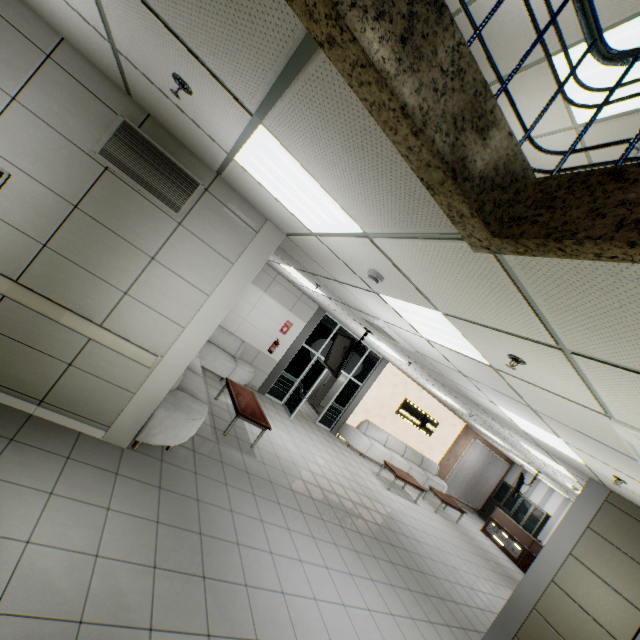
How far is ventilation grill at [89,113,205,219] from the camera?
3.16m

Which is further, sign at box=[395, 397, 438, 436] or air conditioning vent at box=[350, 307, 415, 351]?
sign at box=[395, 397, 438, 436]

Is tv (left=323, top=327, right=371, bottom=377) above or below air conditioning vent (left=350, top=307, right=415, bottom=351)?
below

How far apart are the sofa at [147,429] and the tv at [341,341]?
2.31m

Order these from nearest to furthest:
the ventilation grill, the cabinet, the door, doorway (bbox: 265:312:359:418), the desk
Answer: the ventilation grill → doorway (bbox: 265:312:359:418) → the desk → the door → the cabinet

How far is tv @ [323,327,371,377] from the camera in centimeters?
647cm

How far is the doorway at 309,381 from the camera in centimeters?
992cm

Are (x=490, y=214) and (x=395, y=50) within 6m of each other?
yes
